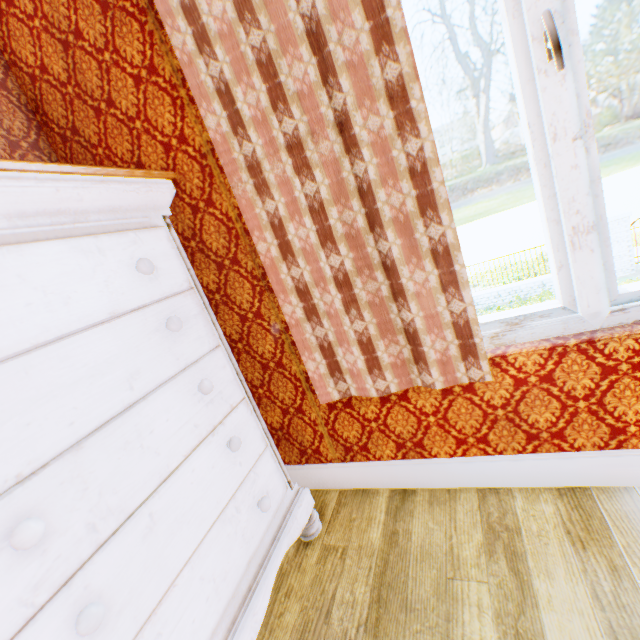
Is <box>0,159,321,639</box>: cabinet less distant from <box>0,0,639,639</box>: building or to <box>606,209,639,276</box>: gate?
<box>0,0,639,639</box>: building

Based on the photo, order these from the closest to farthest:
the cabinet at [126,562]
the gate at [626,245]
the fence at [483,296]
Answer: the cabinet at [126,562]
the gate at [626,245]
the fence at [483,296]

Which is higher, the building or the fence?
the building

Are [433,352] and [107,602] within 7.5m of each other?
yes

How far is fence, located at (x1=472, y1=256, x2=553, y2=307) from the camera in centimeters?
1339cm

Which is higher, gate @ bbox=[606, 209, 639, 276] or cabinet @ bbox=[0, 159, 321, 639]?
cabinet @ bbox=[0, 159, 321, 639]

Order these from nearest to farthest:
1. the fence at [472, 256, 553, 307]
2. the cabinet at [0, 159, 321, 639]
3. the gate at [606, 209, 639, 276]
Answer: the cabinet at [0, 159, 321, 639], the gate at [606, 209, 639, 276], the fence at [472, 256, 553, 307]

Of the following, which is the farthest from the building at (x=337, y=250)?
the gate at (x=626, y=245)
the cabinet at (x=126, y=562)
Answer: the gate at (x=626, y=245)
